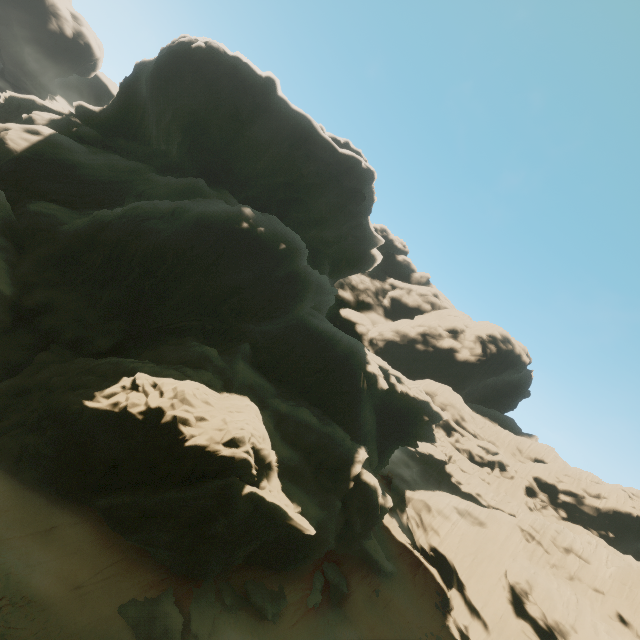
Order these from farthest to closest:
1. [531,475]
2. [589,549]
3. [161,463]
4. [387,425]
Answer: [531,475], [387,425], [589,549], [161,463]

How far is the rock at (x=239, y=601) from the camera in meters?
21.8

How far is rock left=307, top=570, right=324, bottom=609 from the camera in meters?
26.0 m

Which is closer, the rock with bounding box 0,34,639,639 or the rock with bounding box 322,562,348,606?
the rock with bounding box 0,34,639,639

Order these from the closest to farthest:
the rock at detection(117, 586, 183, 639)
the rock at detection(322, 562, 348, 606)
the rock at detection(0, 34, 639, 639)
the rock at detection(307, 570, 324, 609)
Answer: the rock at detection(117, 586, 183, 639), the rock at detection(0, 34, 639, 639), the rock at detection(307, 570, 324, 609), the rock at detection(322, 562, 348, 606)

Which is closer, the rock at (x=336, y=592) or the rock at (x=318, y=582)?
the rock at (x=318, y=582)
